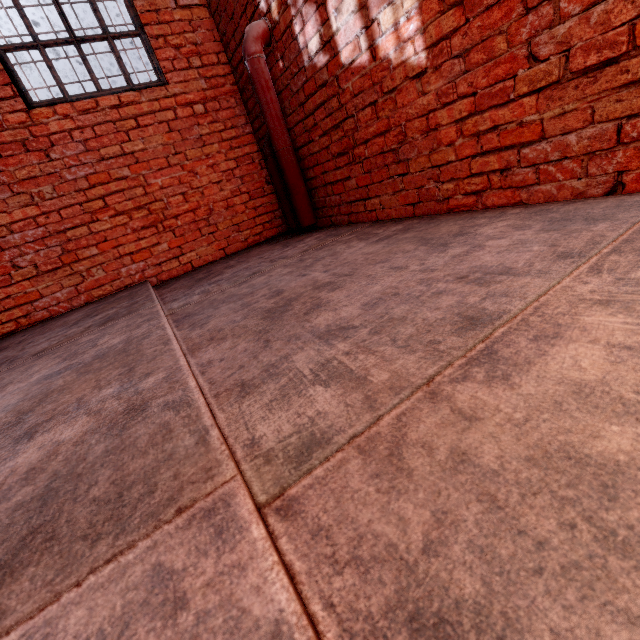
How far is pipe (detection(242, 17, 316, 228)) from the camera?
3.0 meters

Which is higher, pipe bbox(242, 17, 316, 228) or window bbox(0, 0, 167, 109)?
window bbox(0, 0, 167, 109)

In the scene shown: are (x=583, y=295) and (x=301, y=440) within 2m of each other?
yes

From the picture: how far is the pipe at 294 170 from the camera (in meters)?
2.97

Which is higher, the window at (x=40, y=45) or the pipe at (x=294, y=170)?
the window at (x=40, y=45)
